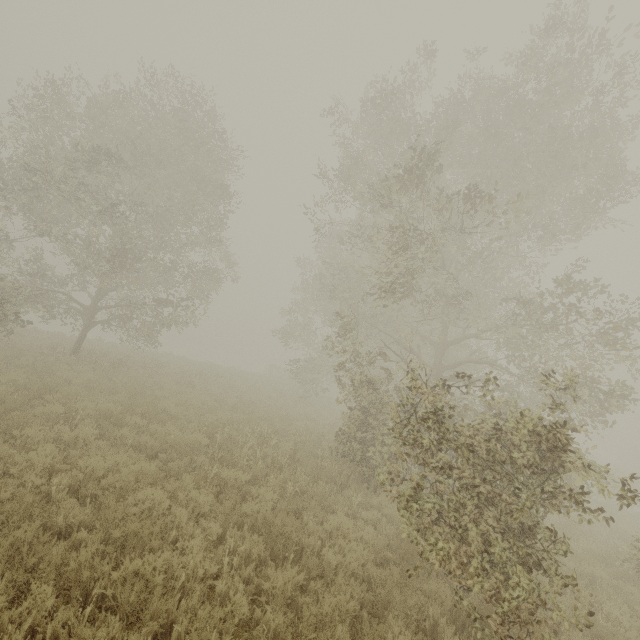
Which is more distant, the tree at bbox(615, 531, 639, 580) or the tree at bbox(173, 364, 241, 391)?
the tree at bbox(173, 364, 241, 391)

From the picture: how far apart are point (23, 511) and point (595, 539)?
14.98m

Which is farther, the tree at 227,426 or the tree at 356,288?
the tree at 227,426

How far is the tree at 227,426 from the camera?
6.9m

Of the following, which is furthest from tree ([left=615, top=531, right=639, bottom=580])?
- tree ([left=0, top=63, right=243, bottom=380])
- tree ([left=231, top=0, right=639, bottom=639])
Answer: tree ([left=231, top=0, right=639, bottom=639])

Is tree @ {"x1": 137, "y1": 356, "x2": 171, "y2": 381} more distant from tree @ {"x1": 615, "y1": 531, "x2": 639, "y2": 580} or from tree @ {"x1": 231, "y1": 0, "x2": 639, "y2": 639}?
tree @ {"x1": 231, "y1": 0, "x2": 639, "y2": 639}

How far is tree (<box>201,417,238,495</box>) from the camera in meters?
6.9

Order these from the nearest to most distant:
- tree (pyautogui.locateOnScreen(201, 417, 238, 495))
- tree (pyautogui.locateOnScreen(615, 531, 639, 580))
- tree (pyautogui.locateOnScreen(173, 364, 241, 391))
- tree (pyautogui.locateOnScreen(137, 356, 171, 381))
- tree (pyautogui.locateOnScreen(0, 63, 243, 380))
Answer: tree (pyautogui.locateOnScreen(201, 417, 238, 495)), tree (pyautogui.locateOnScreen(615, 531, 639, 580)), tree (pyautogui.locateOnScreen(0, 63, 243, 380)), tree (pyautogui.locateOnScreen(137, 356, 171, 381)), tree (pyautogui.locateOnScreen(173, 364, 241, 391))
